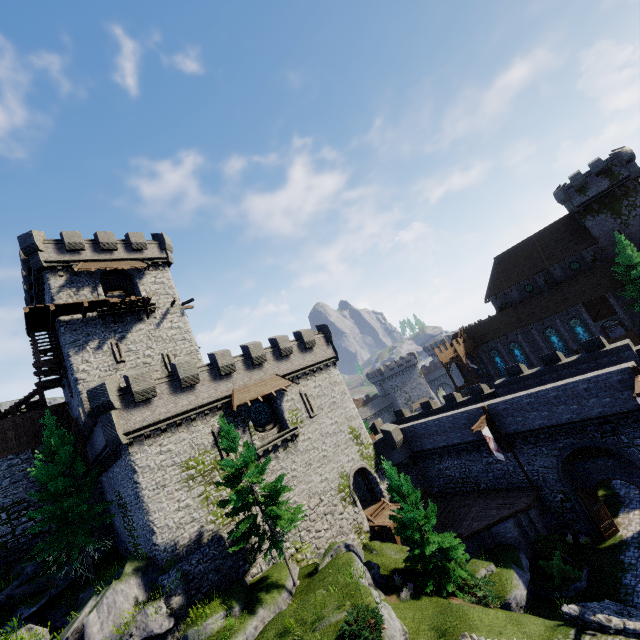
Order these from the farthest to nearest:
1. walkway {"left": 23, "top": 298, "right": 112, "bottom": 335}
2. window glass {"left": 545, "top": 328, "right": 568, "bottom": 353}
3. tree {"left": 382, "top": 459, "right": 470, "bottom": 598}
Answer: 1. window glass {"left": 545, "top": 328, "right": 568, "bottom": 353}
2. walkway {"left": 23, "top": 298, "right": 112, "bottom": 335}
3. tree {"left": 382, "top": 459, "right": 470, "bottom": 598}

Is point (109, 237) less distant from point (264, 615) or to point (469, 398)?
point (264, 615)

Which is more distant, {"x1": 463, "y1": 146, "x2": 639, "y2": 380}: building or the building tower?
{"x1": 463, "y1": 146, "x2": 639, "y2": 380}: building

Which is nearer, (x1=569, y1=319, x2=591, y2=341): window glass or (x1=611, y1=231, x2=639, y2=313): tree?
(x1=611, y1=231, x2=639, y2=313): tree

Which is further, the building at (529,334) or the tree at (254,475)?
the building at (529,334)

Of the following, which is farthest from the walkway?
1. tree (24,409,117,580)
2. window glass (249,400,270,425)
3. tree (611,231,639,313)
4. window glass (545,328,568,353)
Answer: window glass (545,328,568,353)

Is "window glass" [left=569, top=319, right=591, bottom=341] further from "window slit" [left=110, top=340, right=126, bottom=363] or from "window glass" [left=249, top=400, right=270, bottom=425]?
"window slit" [left=110, top=340, right=126, bottom=363]

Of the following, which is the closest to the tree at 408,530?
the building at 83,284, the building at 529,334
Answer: the building at 83,284
